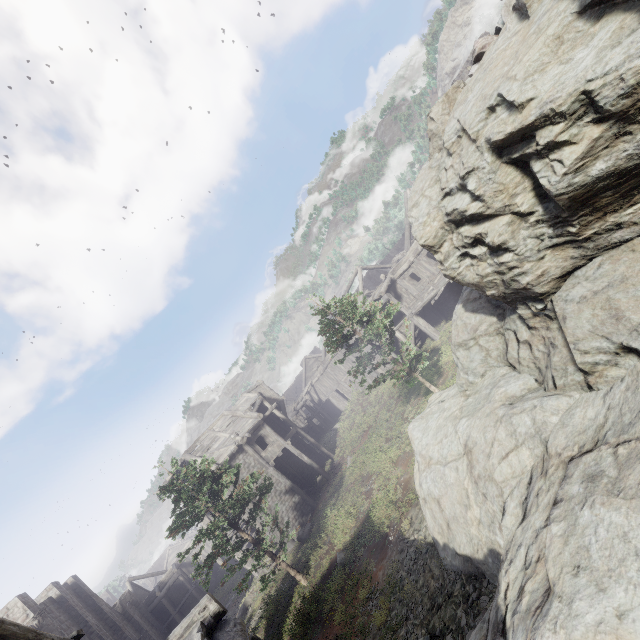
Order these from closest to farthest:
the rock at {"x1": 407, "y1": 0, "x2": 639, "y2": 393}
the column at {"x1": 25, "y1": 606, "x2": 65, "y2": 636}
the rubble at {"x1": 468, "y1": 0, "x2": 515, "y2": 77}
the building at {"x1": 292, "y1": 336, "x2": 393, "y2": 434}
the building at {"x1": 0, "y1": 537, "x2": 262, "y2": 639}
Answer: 1. the rock at {"x1": 407, "y1": 0, "x2": 639, "y2": 393}
2. the building at {"x1": 0, "y1": 537, "x2": 262, "y2": 639}
3. the rubble at {"x1": 468, "y1": 0, "x2": 515, "y2": 77}
4. the column at {"x1": 25, "y1": 606, "x2": 65, "y2": 636}
5. the building at {"x1": 292, "y1": 336, "x2": 393, "y2": 434}

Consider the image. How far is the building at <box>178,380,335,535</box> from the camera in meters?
23.0

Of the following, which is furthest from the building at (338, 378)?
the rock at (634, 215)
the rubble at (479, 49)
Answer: the rubble at (479, 49)

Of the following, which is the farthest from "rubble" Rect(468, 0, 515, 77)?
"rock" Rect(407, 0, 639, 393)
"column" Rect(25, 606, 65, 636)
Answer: "column" Rect(25, 606, 65, 636)

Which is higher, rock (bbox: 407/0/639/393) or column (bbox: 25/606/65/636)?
column (bbox: 25/606/65/636)

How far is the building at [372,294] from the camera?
23.0 meters

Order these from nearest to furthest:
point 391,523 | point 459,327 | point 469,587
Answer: point 469,587, point 459,327, point 391,523
